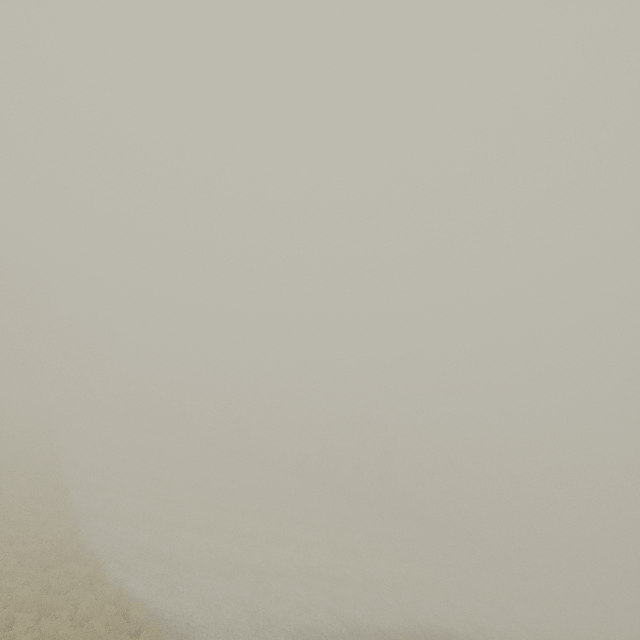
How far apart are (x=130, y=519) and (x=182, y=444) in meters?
33.9
